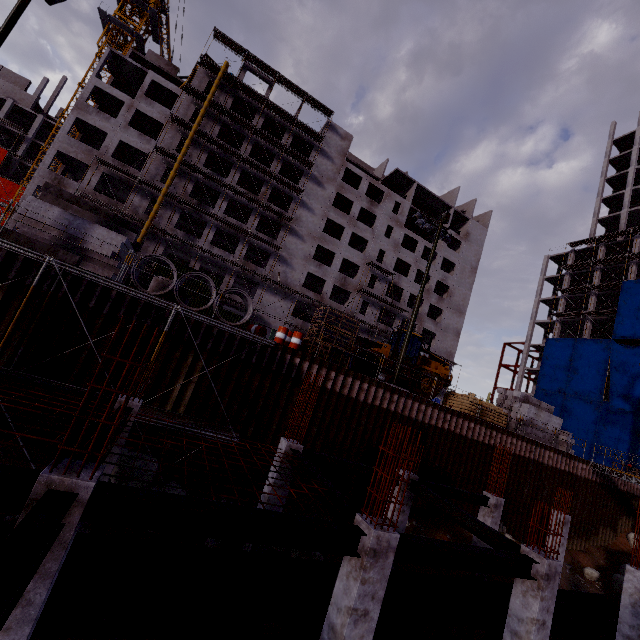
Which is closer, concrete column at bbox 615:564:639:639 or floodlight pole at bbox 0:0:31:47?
concrete column at bbox 615:564:639:639

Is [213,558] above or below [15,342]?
below

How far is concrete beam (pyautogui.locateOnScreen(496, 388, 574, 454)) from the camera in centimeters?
2253cm

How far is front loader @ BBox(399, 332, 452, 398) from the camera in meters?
20.9 m

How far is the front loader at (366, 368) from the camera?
20.53m

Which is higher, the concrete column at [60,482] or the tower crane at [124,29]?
the tower crane at [124,29]

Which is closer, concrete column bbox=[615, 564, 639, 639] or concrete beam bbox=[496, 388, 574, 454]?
concrete column bbox=[615, 564, 639, 639]
